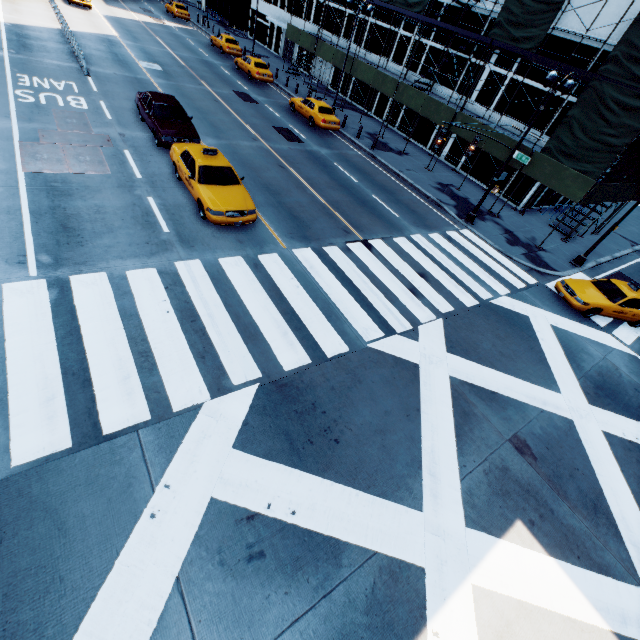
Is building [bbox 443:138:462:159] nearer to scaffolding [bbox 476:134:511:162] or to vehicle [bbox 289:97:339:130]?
scaffolding [bbox 476:134:511:162]

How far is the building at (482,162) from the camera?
23.9m

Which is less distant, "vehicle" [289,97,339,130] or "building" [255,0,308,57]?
"vehicle" [289,97,339,130]

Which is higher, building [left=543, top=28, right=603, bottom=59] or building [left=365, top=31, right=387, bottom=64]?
building [left=543, top=28, right=603, bottom=59]

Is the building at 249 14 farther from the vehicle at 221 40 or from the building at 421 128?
the vehicle at 221 40

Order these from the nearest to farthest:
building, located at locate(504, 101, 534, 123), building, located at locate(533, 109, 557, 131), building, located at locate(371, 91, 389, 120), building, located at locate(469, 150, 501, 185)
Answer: building, located at locate(533, 109, 557, 131), building, located at locate(504, 101, 534, 123), building, located at locate(469, 150, 501, 185), building, located at locate(371, 91, 389, 120)

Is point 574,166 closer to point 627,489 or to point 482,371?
point 482,371

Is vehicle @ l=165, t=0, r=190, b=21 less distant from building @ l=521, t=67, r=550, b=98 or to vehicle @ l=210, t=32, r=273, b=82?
building @ l=521, t=67, r=550, b=98
